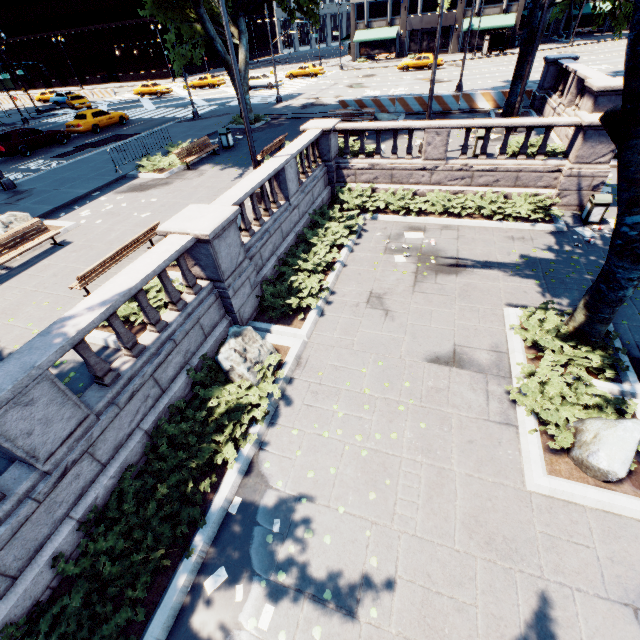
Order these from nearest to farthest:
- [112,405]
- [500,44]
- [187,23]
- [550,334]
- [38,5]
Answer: [112,405], [550,334], [187,23], [500,44], [38,5]

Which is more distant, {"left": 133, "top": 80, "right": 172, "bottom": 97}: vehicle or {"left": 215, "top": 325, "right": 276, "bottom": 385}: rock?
{"left": 133, "top": 80, "right": 172, "bottom": 97}: vehicle

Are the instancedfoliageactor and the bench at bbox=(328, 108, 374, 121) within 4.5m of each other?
no

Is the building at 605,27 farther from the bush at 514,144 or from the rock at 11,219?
the rock at 11,219

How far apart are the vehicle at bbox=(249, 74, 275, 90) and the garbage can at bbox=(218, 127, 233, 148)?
24.08m

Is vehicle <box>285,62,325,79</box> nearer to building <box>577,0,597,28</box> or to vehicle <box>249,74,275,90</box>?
vehicle <box>249,74,275,90</box>

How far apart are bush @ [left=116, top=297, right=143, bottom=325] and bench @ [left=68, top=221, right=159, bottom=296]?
0.4m

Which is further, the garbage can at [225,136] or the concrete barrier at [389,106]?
the concrete barrier at [389,106]
